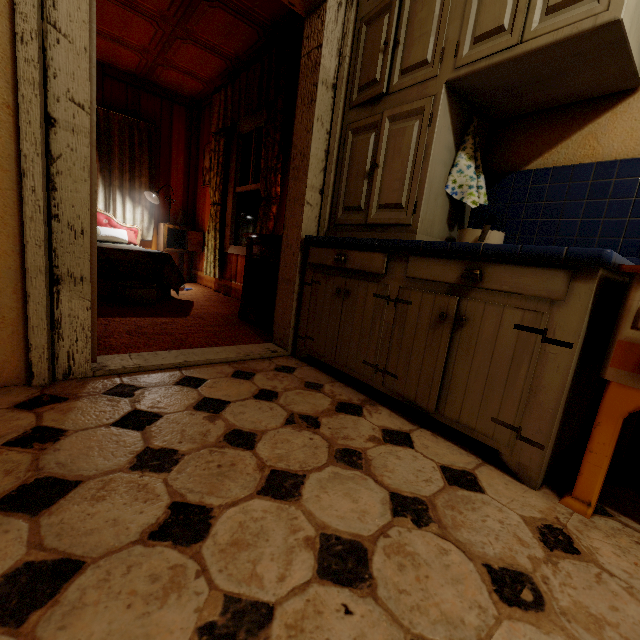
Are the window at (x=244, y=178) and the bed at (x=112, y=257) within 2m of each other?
yes

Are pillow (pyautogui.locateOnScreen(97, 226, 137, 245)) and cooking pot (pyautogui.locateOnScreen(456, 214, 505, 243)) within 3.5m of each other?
no

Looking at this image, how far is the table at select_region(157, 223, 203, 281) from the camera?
5.07m

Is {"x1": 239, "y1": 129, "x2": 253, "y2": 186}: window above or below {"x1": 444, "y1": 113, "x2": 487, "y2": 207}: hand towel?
above

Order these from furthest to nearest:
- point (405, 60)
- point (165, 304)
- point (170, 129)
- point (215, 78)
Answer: point (170, 129) < point (215, 78) < point (165, 304) < point (405, 60)

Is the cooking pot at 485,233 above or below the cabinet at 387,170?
below

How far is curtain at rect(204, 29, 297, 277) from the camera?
3.1 meters

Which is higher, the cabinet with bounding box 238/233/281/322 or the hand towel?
the hand towel
